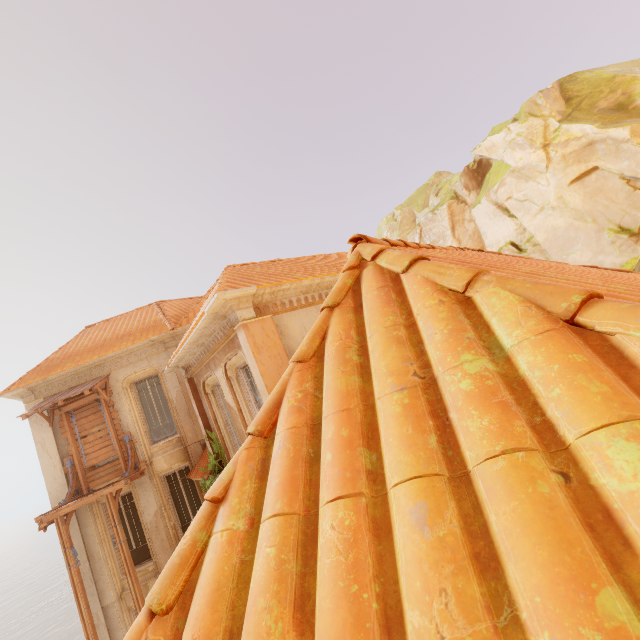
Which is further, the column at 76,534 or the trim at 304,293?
the column at 76,534

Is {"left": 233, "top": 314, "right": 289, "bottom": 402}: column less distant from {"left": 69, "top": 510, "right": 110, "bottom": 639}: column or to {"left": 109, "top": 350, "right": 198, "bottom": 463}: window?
{"left": 109, "top": 350, "right": 198, "bottom": 463}: window

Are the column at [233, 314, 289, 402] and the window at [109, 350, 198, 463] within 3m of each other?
no

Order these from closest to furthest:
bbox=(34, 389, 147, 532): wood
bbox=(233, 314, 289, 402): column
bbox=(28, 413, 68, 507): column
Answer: bbox=(233, 314, 289, 402): column → bbox=(34, 389, 147, 532): wood → bbox=(28, 413, 68, 507): column

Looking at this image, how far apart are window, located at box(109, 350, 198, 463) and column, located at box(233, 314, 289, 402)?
7.18m

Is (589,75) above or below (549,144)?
above

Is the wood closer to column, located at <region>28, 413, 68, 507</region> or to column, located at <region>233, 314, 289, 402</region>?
column, located at <region>28, 413, 68, 507</region>

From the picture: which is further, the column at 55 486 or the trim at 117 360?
the trim at 117 360
